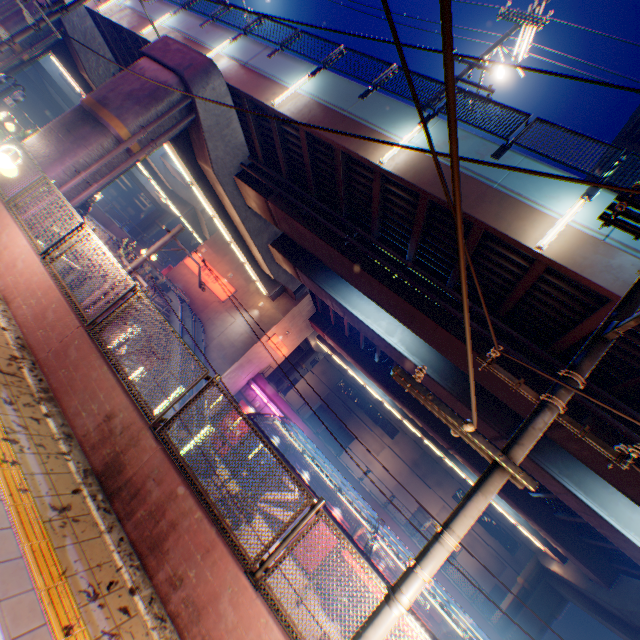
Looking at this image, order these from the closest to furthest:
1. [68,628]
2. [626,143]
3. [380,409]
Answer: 1. [68,628]
2. [626,143]
3. [380,409]

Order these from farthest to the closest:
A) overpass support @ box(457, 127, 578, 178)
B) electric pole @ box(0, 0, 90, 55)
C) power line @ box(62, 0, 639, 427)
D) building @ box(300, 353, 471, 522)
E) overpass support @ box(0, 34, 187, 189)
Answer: building @ box(300, 353, 471, 522) → overpass support @ box(0, 34, 187, 189) → electric pole @ box(0, 0, 90, 55) → overpass support @ box(457, 127, 578, 178) → power line @ box(62, 0, 639, 427)

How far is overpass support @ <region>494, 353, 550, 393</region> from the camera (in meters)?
9.59

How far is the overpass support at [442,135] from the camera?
9.4m

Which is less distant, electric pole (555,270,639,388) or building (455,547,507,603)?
electric pole (555,270,639,388)

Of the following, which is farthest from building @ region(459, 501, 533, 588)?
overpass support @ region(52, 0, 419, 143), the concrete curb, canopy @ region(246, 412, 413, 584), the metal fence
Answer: the concrete curb

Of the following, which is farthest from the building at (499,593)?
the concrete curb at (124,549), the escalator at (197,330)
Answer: the concrete curb at (124,549)

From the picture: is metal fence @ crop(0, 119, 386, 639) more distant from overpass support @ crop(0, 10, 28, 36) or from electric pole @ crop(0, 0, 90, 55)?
electric pole @ crop(0, 0, 90, 55)
